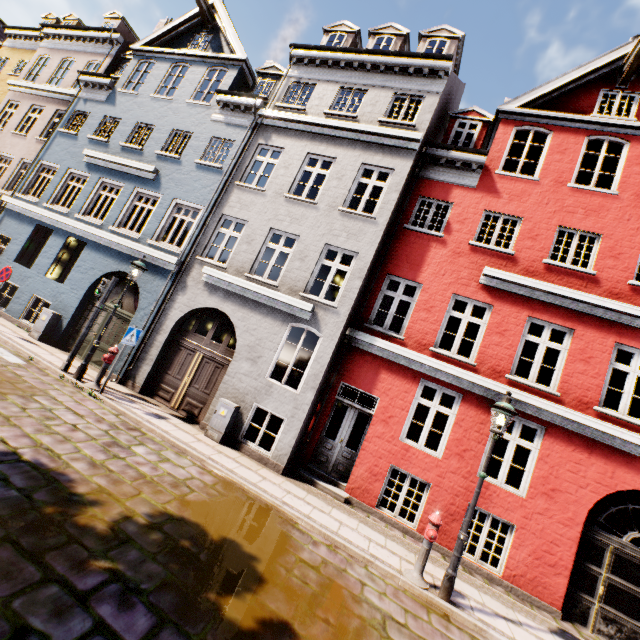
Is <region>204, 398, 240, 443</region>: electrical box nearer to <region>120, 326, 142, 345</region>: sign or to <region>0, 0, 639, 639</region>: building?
<region>0, 0, 639, 639</region>: building

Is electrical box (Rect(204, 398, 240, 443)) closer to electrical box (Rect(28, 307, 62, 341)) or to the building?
Answer: the building

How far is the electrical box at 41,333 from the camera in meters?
11.1

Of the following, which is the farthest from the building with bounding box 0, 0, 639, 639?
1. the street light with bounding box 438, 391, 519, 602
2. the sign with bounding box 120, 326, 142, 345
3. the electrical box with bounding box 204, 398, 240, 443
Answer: the street light with bounding box 438, 391, 519, 602

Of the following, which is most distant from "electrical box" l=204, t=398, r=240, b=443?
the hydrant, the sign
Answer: the hydrant

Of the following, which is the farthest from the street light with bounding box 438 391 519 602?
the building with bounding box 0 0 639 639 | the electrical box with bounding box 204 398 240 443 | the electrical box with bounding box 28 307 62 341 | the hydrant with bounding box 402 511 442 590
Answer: the electrical box with bounding box 28 307 62 341

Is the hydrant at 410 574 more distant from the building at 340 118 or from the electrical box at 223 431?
the electrical box at 223 431

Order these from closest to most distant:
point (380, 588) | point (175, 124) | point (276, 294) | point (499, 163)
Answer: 1. point (380, 588)
2. point (276, 294)
3. point (499, 163)
4. point (175, 124)
